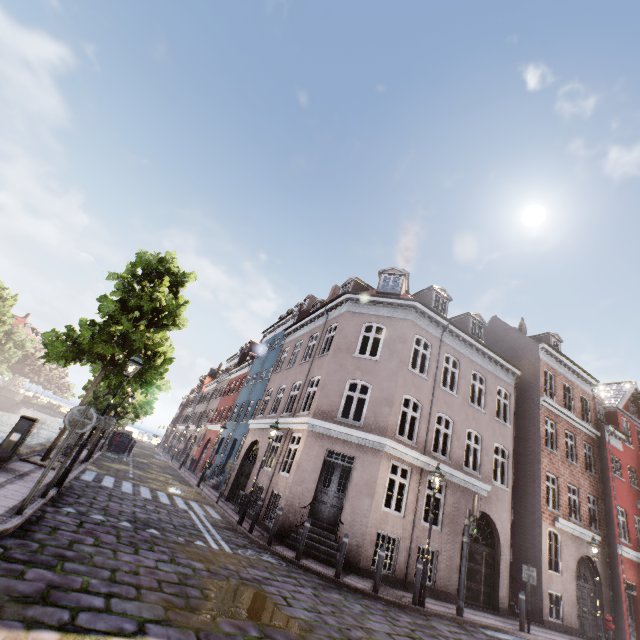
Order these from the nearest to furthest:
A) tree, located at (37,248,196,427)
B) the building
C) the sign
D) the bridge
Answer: the sign < tree, located at (37,248,196,427) < the building < the bridge

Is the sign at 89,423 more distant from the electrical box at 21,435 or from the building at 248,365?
the building at 248,365

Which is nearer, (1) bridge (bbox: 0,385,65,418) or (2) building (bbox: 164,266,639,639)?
(2) building (bbox: 164,266,639,639)

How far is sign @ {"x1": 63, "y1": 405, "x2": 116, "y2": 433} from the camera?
6.2 meters

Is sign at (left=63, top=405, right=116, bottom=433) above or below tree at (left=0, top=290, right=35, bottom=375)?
below

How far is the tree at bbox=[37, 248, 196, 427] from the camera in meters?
11.2

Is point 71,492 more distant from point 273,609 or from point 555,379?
point 555,379

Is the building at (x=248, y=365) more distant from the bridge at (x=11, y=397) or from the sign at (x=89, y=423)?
the bridge at (x=11, y=397)
